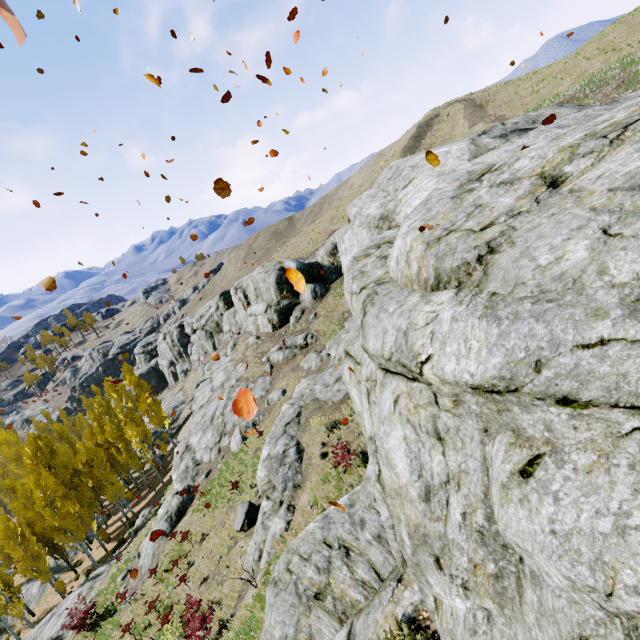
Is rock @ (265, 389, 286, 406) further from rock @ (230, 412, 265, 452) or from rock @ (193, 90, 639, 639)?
rock @ (193, 90, 639, 639)

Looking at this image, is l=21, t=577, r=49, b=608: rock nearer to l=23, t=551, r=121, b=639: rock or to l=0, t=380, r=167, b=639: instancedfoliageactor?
l=0, t=380, r=167, b=639: instancedfoliageactor

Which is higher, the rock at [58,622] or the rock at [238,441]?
the rock at [238,441]

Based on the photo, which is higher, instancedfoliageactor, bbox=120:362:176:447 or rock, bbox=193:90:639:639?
rock, bbox=193:90:639:639

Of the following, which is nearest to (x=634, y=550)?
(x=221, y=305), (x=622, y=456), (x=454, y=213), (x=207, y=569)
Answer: (x=622, y=456)

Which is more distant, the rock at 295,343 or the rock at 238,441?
the rock at 295,343

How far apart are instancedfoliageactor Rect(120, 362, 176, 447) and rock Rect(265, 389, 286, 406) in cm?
1979

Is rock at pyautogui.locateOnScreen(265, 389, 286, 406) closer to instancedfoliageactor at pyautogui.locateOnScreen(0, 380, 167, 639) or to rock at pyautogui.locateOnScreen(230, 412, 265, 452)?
rock at pyautogui.locateOnScreen(230, 412, 265, 452)
